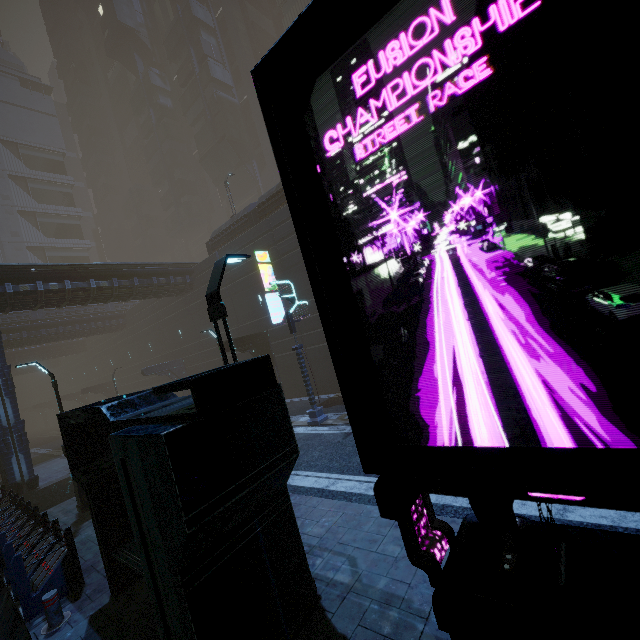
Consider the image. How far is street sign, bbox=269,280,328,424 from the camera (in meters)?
14.20

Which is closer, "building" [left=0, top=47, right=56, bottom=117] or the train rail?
the train rail

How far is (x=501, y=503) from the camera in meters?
1.8 m

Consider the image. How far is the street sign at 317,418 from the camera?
14.2m

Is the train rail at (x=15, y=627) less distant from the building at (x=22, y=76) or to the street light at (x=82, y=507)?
the building at (x=22, y=76)

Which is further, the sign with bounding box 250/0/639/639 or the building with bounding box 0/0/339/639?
the building with bounding box 0/0/339/639

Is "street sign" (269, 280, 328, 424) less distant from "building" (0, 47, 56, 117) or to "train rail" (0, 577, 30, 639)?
"building" (0, 47, 56, 117)

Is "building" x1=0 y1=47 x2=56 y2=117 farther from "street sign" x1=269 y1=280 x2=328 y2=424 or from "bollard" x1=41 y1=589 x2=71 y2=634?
"street sign" x1=269 y1=280 x2=328 y2=424
